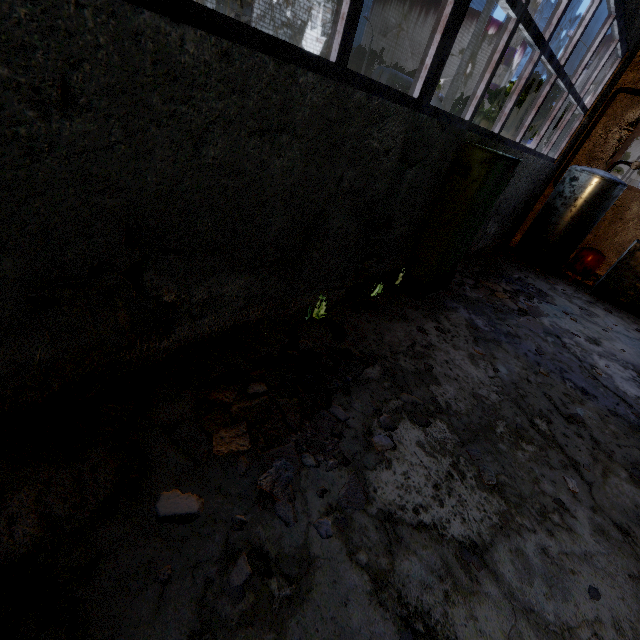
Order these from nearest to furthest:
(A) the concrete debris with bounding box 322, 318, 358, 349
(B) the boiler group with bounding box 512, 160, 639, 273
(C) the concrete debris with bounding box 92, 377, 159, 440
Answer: (C) the concrete debris with bounding box 92, 377, 159, 440, (A) the concrete debris with bounding box 322, 318, 358, 349, (B) the boiler group with bounding box 512, 160, 639, 273

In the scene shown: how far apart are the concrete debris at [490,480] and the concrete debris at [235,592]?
2.29m

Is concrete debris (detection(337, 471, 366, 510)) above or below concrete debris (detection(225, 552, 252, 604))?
below

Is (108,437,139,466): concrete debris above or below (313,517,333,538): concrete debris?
above

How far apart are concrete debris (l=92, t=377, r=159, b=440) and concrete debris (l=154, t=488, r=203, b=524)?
0.6m

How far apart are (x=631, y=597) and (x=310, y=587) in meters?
2.7 m

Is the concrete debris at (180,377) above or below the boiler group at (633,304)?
below

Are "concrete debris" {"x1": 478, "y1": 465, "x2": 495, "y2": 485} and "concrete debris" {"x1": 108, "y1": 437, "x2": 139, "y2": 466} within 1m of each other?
no
